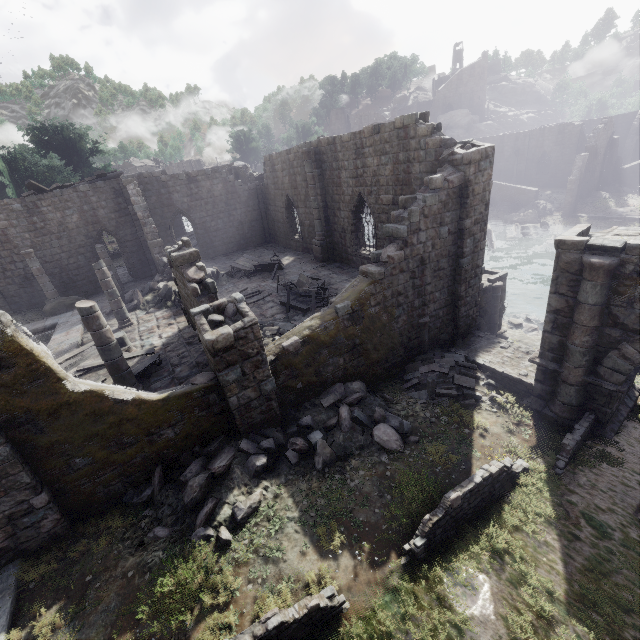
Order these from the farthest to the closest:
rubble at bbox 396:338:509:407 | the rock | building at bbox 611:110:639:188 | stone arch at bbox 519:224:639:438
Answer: building at bbox 611:110:639:188, the rock, rubble at bbox 396:338:509:407, stone arch at bbox 519:224:639:438

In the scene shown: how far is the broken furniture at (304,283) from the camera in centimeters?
1429cm

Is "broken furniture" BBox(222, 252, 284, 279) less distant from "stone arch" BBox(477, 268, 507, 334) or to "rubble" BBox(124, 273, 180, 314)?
"rubble" BBox(124, 273, 180, 314)

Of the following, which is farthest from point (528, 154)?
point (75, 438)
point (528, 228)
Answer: point (75, 438)

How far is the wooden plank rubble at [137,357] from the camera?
11.4 meters

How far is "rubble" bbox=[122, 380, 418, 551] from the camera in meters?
7.5

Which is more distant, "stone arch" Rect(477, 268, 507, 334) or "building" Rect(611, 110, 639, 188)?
"building" Rect(611, 110, 639, 188)

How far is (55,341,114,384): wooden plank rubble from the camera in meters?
11.2
